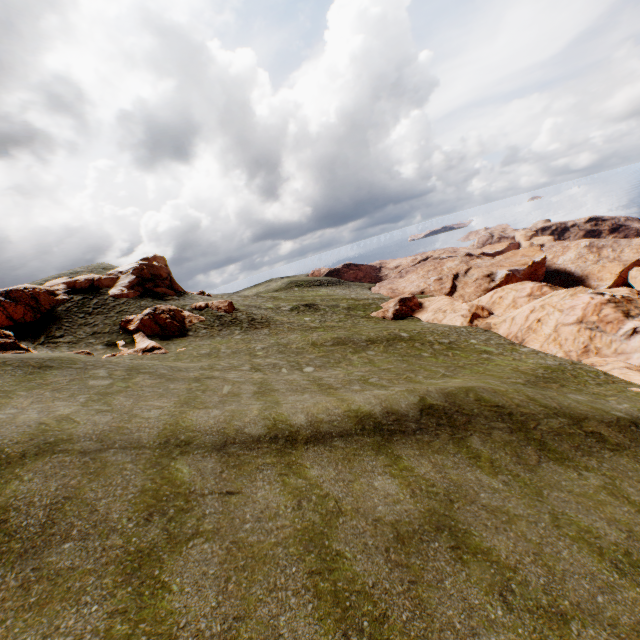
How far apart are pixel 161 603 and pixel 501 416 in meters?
13.4 m

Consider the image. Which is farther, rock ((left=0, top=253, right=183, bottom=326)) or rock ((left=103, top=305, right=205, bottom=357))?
rock ((left=0, top=253, right=183, bottom=326))

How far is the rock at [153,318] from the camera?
29.69m

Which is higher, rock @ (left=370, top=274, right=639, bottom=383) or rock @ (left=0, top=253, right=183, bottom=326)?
rock @ (left=0, top=253, right=183, bottom=326)

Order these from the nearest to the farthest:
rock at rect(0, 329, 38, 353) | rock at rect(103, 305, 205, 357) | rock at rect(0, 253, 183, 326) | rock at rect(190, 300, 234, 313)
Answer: rock at rect(0, 329, 38, 353), rock at rect(103, 305, 205, 357), rock at rect(0, 253, 183, 326), rock at rect(190, 300, 234, 313)

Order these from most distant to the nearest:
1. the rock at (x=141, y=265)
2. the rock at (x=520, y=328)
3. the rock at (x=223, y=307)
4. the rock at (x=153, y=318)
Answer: the rock at (x=223, y=307) < the rock at (x=141, y=265) < the rock at (x=153, y=318) < the rock at (x=520, y=328)

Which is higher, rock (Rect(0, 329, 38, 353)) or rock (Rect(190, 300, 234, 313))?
rock (Rect(0, 329, 38, 353))

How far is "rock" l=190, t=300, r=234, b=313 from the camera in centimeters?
3938cm
